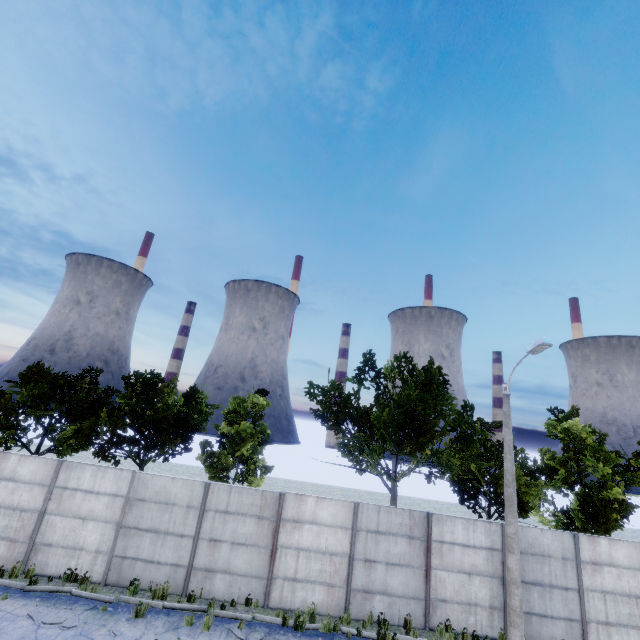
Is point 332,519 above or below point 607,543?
below

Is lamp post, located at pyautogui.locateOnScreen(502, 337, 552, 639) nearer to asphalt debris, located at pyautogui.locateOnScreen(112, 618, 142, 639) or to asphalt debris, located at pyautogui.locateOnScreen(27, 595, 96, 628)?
asphalt debris, located at pyautogui.locateOnScreen(112, 618, 142, 639)

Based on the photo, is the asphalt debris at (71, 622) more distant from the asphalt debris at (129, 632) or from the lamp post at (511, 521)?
the lamp post at (511, 521)

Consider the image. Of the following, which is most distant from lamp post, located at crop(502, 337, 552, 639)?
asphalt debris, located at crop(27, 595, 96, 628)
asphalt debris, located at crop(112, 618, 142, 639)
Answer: asphalt debris, located at crop(27, 595, 96, 628)

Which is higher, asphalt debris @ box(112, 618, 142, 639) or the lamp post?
the lamp post

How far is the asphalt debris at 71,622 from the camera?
9.1 meters
